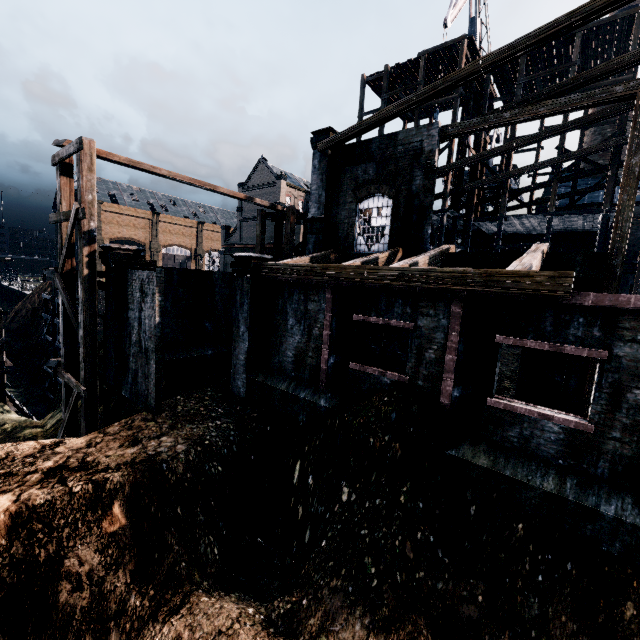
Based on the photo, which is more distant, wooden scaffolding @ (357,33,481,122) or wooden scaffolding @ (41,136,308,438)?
wooden scaffolding @ (357,33,481,122)

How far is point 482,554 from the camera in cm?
809

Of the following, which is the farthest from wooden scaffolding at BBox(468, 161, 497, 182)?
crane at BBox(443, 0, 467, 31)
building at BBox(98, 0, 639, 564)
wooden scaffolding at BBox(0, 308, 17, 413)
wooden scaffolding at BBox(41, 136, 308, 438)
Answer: wooden scaffolding at BBox(0, 308, 17, 413)

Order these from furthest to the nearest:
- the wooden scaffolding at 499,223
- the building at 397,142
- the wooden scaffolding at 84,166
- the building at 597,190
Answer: the building at 597,190 → the wooden scaffolding at 499,223 → the wooden scaffolding at 84,166 → the building at 397,142

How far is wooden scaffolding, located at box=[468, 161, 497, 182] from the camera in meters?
25.1 m

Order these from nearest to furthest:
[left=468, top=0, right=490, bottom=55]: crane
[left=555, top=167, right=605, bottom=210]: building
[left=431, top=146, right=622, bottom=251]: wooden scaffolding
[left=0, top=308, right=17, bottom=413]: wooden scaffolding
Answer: [left=0, top=308, right=17, bottom=413]: wooden scaffolding → [left=431, top=146, right=622, bottom=251]: wooden scaffolding → [left=555, top=167, right=605, bottom=210]: building → [left=468, top=0, right=490, bottom=55]: crane

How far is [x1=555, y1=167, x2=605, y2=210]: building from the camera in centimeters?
2303cm

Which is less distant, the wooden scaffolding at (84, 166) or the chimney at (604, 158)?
the wooden scaffolding at (84, 166)
